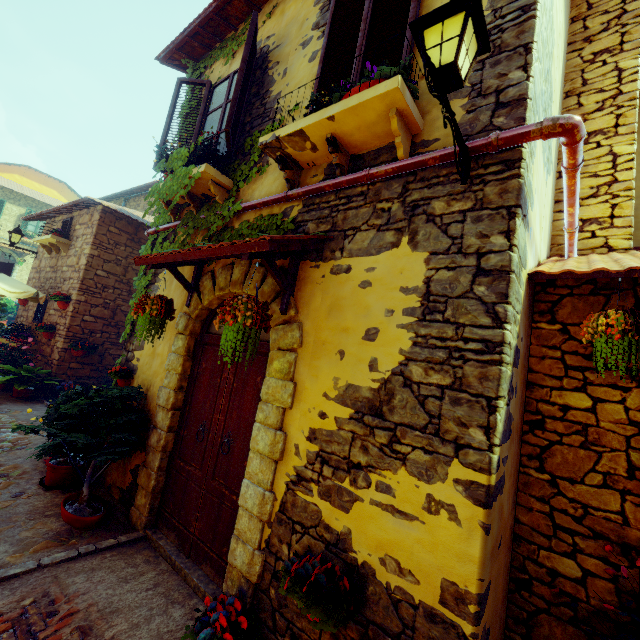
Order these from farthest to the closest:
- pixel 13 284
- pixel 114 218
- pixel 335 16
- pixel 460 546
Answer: pixel 114 218 → pixel 13 284 → pixel 335 16 → pixel 460 546

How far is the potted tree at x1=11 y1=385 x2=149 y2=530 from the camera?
3.6 meters

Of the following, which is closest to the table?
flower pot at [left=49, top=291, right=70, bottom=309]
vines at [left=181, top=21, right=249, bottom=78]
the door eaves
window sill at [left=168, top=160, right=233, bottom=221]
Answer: flower pot at [left=49, top=291, right=70, bottom=309]

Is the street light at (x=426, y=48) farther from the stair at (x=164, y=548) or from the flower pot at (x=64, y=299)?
the flower pot at (x=64, y=299)

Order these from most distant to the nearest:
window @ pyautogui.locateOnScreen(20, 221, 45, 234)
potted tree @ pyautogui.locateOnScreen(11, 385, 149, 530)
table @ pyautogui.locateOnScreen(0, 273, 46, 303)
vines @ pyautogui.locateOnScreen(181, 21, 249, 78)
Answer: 1. window @ pyautogui.locateOnScreen(20, 221, 45, 234)
2. table @ pyautogui.locateOnScreen(0, 273, 46, 303)
3. vines @ pyautogui.locateOnScreen(181, 21, 249, 78)
4. potted tree @ pyautogui.locateOnScreen(11, 385, 149, 530)

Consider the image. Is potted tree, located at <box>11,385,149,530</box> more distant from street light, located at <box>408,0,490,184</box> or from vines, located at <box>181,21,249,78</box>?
street light, located at <box>408,0,490,184</box>

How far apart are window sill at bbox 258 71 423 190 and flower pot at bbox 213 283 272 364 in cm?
139

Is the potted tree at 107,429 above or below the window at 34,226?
below
